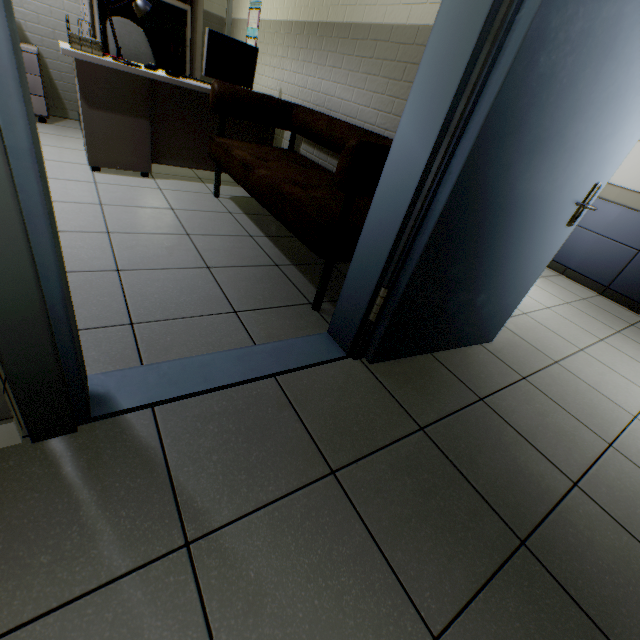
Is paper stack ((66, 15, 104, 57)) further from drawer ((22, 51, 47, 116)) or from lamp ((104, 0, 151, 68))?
drawer ((22, 51, 47, 116))

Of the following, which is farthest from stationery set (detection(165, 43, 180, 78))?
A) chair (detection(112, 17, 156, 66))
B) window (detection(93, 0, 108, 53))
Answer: window (detection(93, 0, 108, 53))

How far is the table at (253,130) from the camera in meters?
3.3 m

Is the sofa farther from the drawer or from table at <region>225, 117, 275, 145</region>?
the drawer

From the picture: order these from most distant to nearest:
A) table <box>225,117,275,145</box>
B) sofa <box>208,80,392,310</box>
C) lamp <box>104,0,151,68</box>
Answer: table <box>225,117,275,145</box>
lamp <box>104,0,151,68</box>
sofa <box>208,80,392,310</box>

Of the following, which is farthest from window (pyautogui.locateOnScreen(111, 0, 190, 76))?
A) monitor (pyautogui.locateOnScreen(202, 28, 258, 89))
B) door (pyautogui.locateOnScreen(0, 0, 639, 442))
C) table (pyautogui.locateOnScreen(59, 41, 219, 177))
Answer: door (pyautogui.locateOnScreen(0, 0, 639, 442))

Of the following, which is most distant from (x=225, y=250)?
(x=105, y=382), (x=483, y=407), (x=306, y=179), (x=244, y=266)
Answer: → (x=483, y=407)

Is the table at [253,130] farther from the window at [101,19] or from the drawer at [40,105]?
the window at [101,19]
